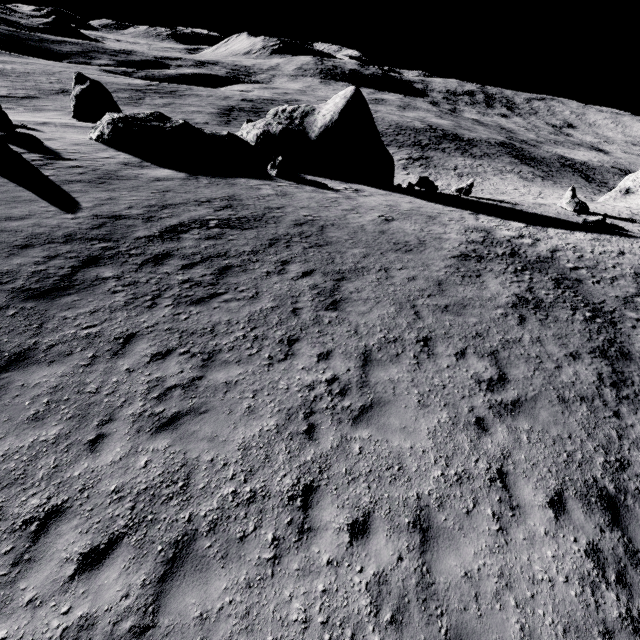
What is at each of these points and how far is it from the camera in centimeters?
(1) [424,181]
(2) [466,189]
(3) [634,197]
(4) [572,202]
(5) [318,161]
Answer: (1) stone, 2744cm
(2) stone, 2867cm
(3) stone, 3947cm
(4) stone, 2747cm
(5) stone, 2588cm

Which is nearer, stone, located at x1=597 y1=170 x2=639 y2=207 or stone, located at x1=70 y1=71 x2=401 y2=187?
stone, located at x1=70 y1=71 x2=401 y2=187

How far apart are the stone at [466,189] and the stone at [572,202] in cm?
729

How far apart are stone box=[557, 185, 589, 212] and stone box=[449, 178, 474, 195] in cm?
729

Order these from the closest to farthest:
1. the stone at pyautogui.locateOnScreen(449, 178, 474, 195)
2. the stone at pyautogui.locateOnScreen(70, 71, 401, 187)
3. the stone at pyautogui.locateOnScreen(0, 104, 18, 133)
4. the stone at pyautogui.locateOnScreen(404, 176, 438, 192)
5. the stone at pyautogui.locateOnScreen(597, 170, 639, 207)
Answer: the stone at pyautogui.locateOnScreen(0, 104, 18, 133) < the stone at pyautogui.locateOnScreen(70, 71, 401, 187) < the stone at pyautogui.locateOnScreen(404, 176, 438, 192) < the stone at pyautogui.locateOnScreen(449, 178, 474, 195) < the stone at pyautogui.locateOnScreen(597, 170, 639, 207)

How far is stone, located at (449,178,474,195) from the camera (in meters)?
28.47

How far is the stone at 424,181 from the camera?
27.0m

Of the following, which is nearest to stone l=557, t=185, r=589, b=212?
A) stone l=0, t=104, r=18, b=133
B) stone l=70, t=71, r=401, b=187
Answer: stone l=70, t=71, r=401, b=187
